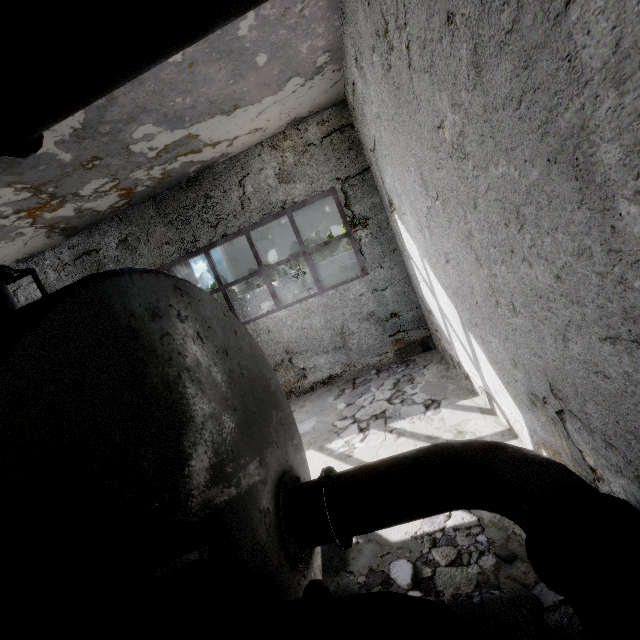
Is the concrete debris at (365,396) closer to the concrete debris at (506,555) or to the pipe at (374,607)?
the concrete debris at (506,555)

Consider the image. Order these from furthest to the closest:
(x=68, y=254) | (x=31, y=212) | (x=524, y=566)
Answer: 1. (x=68, y=254)
2. (x=31, y=212)
3. (x=524, y=566)

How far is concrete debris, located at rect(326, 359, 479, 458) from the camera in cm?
578

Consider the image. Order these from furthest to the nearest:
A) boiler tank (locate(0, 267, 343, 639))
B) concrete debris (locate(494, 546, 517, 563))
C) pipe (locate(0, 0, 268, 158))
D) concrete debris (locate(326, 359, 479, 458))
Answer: concrete debris (locate(326, 359, 479, 458)) < concrete debris (locate(494, 546, 517, 563)) < pipe (locate(0, 0, 268, 158)) < boiler tank (locate(0, 267, 343, 639))

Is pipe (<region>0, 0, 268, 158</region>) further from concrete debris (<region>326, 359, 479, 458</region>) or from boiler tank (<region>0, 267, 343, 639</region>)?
concrete debris (<region>326, 359, 479, 458</region>)

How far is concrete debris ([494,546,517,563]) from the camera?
3.00m

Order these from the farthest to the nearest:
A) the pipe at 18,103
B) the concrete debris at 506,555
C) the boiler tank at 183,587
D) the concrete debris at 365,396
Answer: the concrete debris at 365,396
the concrete debris at 506,555
the pipe at 18,103
the boiler tank at 183,587

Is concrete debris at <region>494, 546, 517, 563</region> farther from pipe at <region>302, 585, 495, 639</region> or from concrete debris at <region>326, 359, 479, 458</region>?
pipe at <region>302, 585, 495, 639</region>
